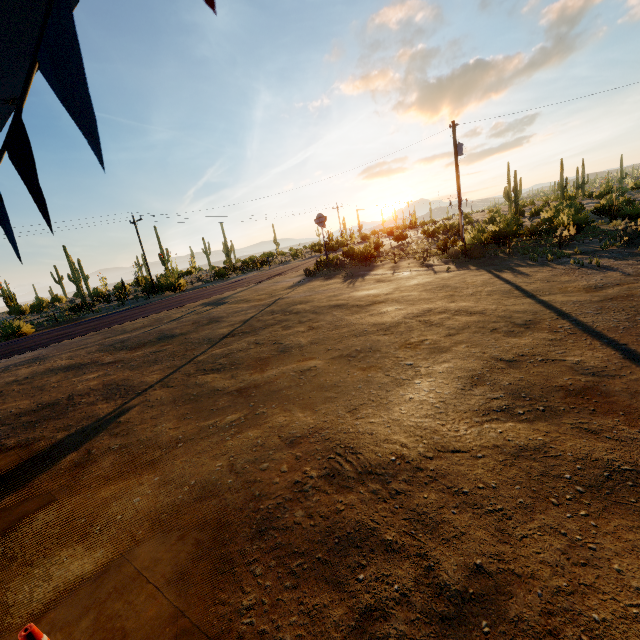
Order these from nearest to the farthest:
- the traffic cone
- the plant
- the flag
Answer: the flag → the traffic cone → the plant

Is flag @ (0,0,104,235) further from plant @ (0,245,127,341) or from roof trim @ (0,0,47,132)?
plant @ (0,245,127,341)

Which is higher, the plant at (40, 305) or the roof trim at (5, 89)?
the roof trim at (5, 89)

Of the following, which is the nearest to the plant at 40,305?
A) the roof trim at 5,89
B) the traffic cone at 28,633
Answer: the roof trim at 5,89

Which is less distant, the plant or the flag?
the flag

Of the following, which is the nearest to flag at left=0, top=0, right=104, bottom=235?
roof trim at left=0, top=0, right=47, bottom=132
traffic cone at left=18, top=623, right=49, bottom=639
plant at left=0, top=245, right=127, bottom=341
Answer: roof trim at left=0, top=0, right=47, bottom=132

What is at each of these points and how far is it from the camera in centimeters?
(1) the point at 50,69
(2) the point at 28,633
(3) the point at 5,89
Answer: (1) flag, 80cm
(2) traffic cone, 227cm
(3) roof trim, 164cm

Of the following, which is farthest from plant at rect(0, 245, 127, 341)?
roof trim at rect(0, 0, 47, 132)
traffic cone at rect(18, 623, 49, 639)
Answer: traffic cone at rect(18, 623, 49, 639)
